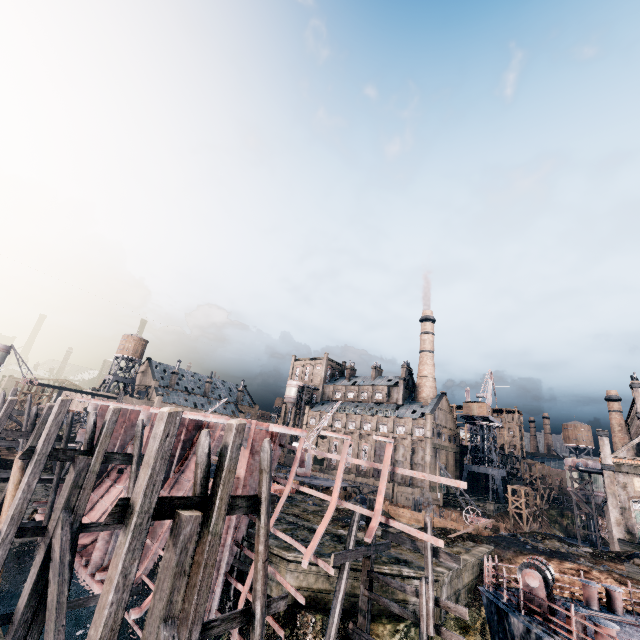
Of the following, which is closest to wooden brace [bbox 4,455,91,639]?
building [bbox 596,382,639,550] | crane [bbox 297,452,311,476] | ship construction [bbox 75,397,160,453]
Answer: ship construction [bbox 75,397,160,453]

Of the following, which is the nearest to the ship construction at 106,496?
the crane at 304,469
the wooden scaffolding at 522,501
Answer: the crane at 304,469

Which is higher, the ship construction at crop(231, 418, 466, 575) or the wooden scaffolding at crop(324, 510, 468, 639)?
the ship construction at crop(231, 418, 466, 575)

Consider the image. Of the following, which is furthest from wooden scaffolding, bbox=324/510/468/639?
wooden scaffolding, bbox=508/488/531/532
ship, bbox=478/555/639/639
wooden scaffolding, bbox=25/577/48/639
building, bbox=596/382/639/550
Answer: wooden scaffolding, bbox=508/488/531/532

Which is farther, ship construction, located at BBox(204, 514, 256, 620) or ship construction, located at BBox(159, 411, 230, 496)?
ship construction, located at BBox(159, 411, 230, 496)

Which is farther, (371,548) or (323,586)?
(323,586)

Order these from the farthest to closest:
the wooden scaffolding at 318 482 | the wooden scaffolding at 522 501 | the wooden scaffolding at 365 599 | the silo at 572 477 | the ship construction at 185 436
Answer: the wooden scaffolding at 522 501 → the silo at 572 477 → the wooden scaffolding at 318 482 → the ship construction at 185 436 → the wooden scaffolding at 365 599

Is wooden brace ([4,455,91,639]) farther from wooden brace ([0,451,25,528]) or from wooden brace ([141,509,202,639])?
wooden brace ([0,451,25,528])
